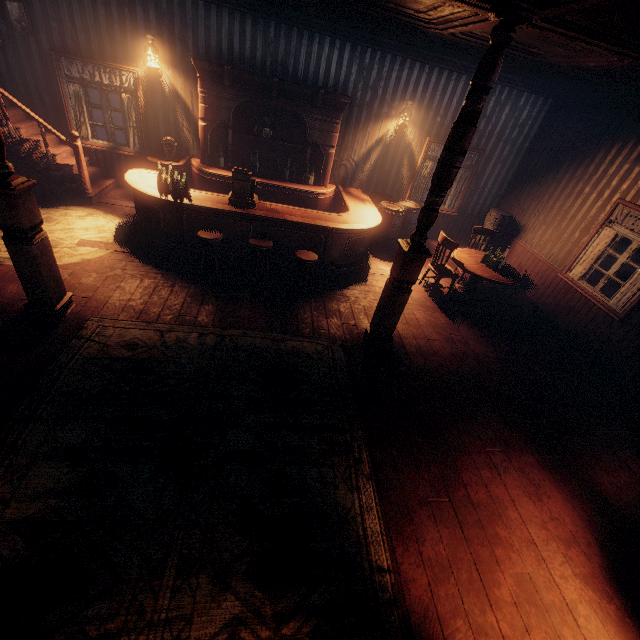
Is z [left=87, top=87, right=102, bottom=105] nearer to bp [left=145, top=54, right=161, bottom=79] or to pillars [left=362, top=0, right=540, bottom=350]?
bp [left=145, top=54, right=161, bottom=79]

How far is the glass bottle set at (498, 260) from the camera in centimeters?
620cm

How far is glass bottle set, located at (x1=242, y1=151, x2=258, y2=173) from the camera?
7.38m

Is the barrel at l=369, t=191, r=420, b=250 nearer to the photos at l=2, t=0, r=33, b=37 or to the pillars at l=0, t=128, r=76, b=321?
the pillars at l=0, t=128, r=76, b=321

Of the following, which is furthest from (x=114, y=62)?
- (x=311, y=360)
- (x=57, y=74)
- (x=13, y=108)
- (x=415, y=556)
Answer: (x=415, y=556)

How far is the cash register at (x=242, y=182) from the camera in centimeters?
551cm

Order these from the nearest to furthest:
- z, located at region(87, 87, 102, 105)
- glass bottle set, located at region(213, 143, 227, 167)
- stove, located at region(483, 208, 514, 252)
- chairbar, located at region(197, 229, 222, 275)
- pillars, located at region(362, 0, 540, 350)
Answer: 1. pillars, located at region(362, 0, 540, 350)
2. chairbar, located at region(197, 229, 222, 275)
3. glass bottle set, located at region(213, 143, 227, 167)
4. stove, located at region(483, 208, 514, 252)
5. z, located at region(87, 87, 102, 105)

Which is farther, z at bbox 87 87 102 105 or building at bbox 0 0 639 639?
z at bbox 87 87 102 105
